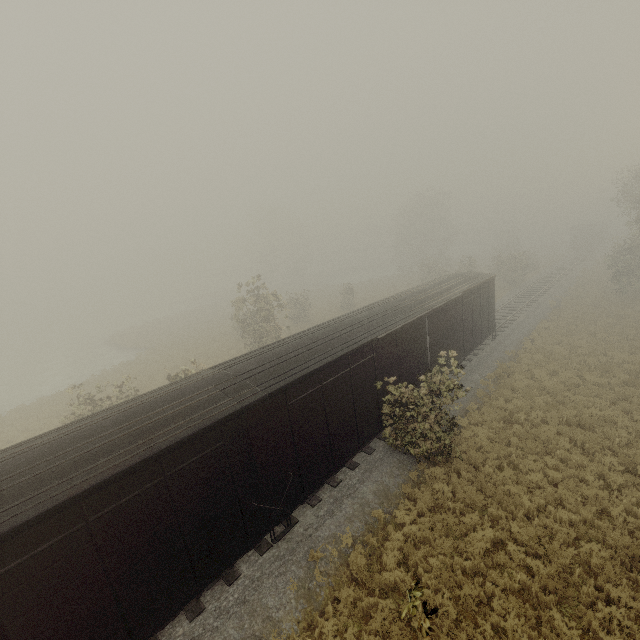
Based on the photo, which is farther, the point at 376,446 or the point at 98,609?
the point at 376,446

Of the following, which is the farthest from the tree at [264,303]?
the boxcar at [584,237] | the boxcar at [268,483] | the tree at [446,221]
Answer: the boxcar at [584,237]

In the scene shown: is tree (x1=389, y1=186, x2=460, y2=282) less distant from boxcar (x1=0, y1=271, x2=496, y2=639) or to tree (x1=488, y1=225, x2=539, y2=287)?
Result: tree (x1=488, y1=225, x2=539, y2=287)

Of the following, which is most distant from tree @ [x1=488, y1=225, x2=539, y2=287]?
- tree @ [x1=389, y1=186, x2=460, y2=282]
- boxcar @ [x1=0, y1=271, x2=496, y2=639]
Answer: tree @ [x1=389, y1=186, x2=460, y2=282]

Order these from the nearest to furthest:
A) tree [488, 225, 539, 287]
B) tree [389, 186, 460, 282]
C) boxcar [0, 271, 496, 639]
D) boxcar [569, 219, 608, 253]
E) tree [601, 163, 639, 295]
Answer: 1. boxcar [0, 271, 496, 639]
2. tree [601, 163, 639, 295]
3. tree [488, 225, 539, 287]
4. tree [389, 186, 460, 282]
5. boxcar [569, 219, 608, 253]

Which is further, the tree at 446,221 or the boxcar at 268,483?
the tree at 446,221

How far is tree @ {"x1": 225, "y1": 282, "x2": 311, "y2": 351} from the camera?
23.02m
